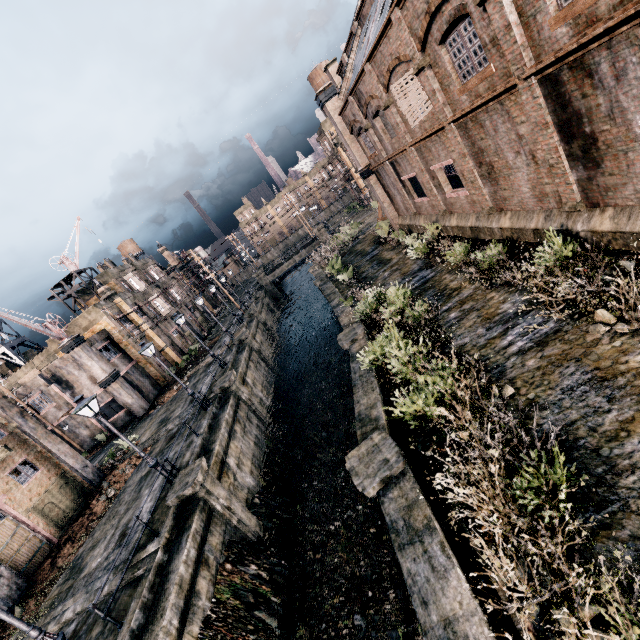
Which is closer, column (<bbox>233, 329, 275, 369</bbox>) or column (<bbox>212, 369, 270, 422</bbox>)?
column (<bbox>212, 369, 270, 422</bbox>)

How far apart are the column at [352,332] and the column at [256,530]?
8.2 meters

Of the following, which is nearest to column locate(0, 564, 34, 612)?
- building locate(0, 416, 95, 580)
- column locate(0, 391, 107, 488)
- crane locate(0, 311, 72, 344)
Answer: building locate(0, 416, 95, 580)

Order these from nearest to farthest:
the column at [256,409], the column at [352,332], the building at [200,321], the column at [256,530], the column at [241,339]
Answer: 1. the column at [256,530]
2. the column at [352,332]
3. the column at [256,409]
4. the column at [241,339]
5. the building at [200,321]

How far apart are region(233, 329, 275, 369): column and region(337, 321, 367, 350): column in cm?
1484

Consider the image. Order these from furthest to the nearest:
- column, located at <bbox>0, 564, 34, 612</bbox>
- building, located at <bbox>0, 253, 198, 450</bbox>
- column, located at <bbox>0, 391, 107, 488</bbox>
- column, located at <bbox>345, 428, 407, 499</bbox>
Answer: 1. building, located at <bbox>0, 253, 198, 450</bbox>
2. column, located at <bbox>0, 391, 107, 488</bbox>
3. column, located at <bbox>0, 564, 34, 612</bbox>
4. column, located at <bbox>345, 428, 407, 499</bbox>

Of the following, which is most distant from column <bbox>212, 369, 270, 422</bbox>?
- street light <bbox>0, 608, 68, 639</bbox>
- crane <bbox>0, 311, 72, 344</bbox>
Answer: crane <bbox>0, 311, 72, 344</bbox>

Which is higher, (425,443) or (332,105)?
(332,105)
